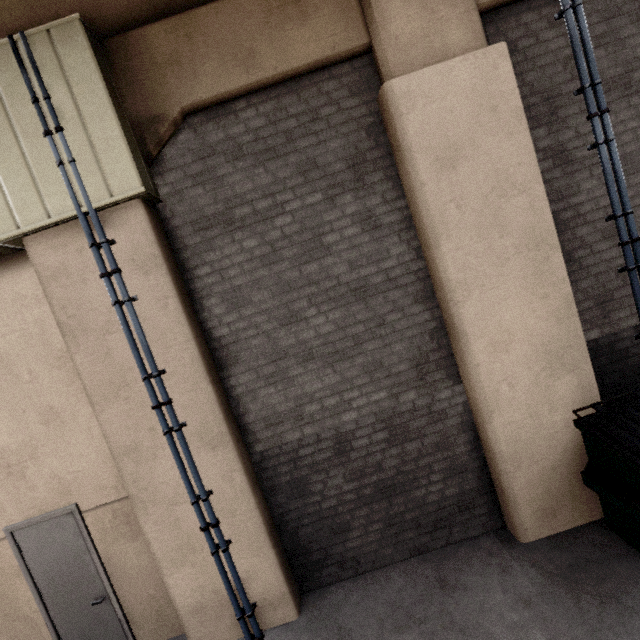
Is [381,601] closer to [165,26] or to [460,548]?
[460,548]

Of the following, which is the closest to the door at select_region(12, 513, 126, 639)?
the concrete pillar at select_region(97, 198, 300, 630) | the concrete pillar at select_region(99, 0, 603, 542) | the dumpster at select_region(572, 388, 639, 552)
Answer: the concrete pillar at select_region(97, 198, 300, 630)

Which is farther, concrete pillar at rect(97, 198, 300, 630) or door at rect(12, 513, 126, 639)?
door at rect(12, 513, 126, 639)

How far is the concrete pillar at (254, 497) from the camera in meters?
3.5

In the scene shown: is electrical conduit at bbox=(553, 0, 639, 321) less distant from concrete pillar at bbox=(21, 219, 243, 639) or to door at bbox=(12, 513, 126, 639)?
concrete pillar at bbox=(21, 219, 243, 639)

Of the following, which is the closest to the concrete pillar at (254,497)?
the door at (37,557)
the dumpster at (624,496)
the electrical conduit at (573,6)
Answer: the door at (37,557)

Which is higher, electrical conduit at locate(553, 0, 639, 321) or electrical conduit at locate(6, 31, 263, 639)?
electrical conduit at locate(553, 0, 639, 321)
